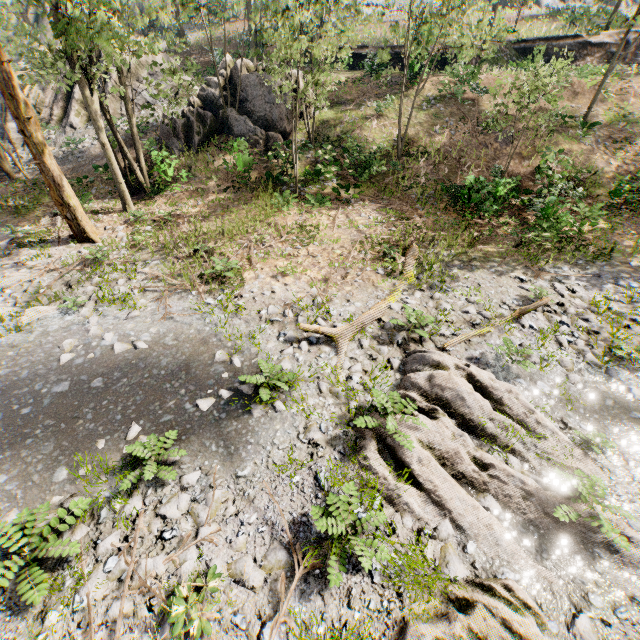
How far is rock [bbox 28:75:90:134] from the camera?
21.59m

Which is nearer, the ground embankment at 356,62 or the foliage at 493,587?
the foliage at 493,587

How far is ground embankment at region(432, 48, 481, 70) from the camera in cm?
1972

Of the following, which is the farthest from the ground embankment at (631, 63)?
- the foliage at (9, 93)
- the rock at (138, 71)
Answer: the rock at (138, 71)

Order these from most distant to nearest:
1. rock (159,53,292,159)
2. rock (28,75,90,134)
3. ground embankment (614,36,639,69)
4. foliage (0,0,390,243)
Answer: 1. ground embankment (614,36,639,69)
2. rock (28,75,90,134)
3. rock (159,53,292,159)
4. foliage (0,0,390,243)

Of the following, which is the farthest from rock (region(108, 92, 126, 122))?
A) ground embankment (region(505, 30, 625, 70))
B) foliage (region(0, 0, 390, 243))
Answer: ground embankment (region(505, 30, 625, 70))

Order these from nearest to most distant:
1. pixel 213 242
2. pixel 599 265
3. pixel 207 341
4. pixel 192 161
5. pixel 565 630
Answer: pixel 565 630 → pixel 207 341 → pixel 599 265 → pixel 213 242 → pixel 192 161
